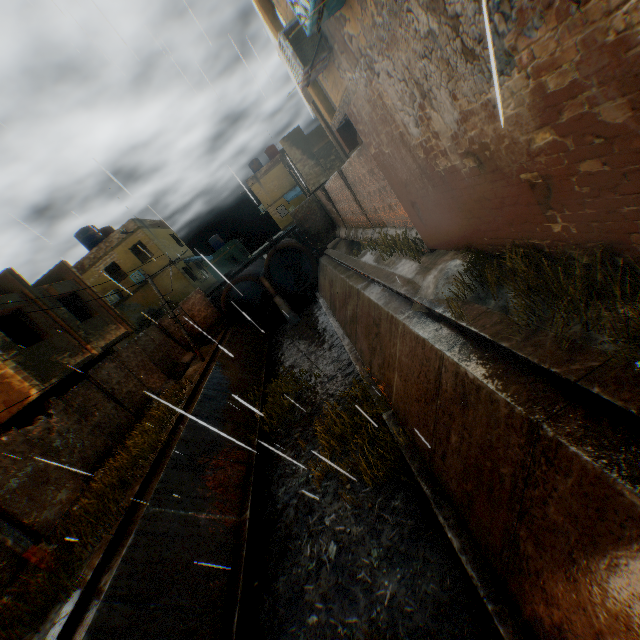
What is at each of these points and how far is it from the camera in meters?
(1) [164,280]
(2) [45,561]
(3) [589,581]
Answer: (1) building, 24.6
(2) electric pole, 7.2
(3) concrete channel, 3.0

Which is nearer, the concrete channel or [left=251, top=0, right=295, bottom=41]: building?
the concrete channel

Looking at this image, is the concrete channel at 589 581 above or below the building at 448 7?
below

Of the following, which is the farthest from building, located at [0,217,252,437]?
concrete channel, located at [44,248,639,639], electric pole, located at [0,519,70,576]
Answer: electric pole, located at [0,519,70,576]

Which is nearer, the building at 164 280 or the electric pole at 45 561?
the electric pole at 45 561
